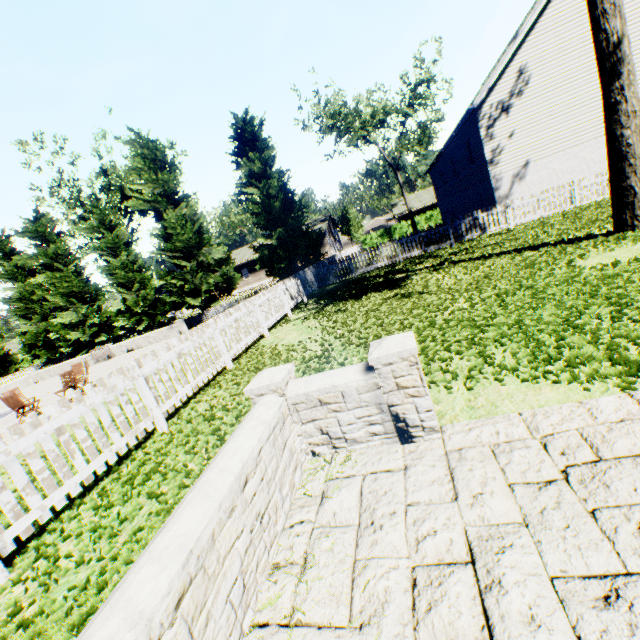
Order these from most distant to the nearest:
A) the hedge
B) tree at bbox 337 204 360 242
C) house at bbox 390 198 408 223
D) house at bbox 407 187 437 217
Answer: tree at bbox 337 204 360 242 < house at bbox 390 198 408 223 < house at bbox 407 187 437 217 < the hedge

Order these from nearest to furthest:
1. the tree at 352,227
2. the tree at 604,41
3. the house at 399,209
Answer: the tree at 604,41 < the house at 399,209 < the tree at 352,227

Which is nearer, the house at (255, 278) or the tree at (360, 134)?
the tree at (360, 134)

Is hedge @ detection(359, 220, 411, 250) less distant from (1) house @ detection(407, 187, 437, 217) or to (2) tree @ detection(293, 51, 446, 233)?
(2) tree @ detection(293, 51, 446, 233)

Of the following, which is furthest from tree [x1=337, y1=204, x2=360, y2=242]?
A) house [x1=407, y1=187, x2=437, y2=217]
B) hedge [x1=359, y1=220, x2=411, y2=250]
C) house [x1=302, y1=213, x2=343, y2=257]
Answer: house [x1=407, y1=187, x2=437, y2=217]

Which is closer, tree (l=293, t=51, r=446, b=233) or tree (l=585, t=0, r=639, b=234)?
tree (l=585, t=0, r=639, b=234)

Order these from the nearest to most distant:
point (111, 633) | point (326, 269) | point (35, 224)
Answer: point (111, 633)
point (326, 269)
point (35, 224)
